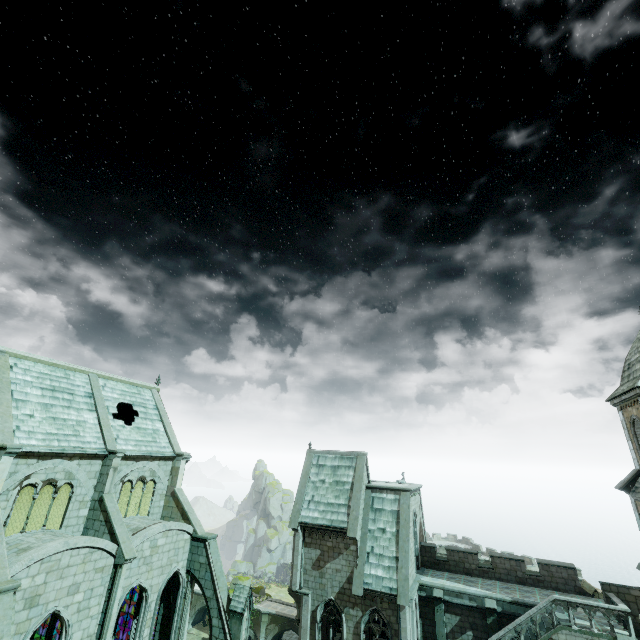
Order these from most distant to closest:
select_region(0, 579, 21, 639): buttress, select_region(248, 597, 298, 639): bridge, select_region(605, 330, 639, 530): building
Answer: select_region(248, 597, 298, 639): bridge < select_region(605, 330, 639, 530): building < select_region(0, 579, 21, 639): buttress

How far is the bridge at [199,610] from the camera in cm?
5003

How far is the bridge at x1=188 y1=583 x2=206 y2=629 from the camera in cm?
5003

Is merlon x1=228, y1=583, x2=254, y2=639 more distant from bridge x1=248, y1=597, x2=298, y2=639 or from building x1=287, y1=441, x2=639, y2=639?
bridge x1=248, y1=597, x2=298, y2=639

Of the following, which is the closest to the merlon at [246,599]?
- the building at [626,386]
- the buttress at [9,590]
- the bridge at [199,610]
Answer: the building at [626,386]

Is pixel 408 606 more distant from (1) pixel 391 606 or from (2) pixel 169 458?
(2) pixel 169 458

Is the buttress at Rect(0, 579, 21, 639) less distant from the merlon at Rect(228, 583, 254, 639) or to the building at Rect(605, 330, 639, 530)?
the building at Rect(605, 330, 639, 530)
